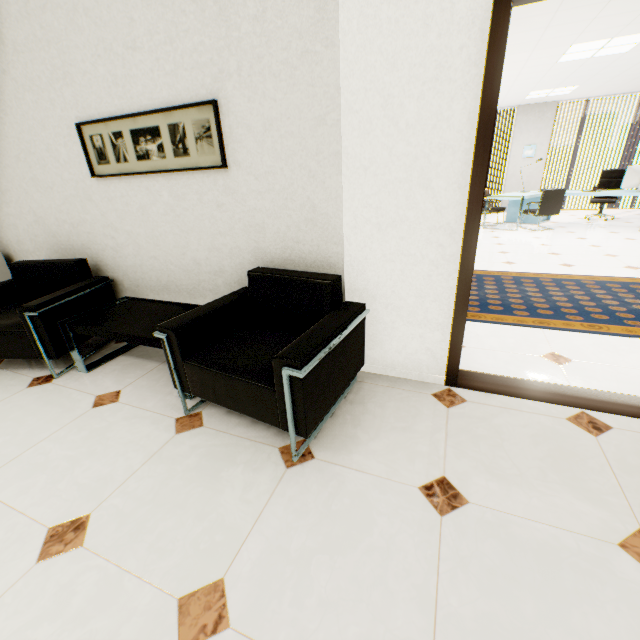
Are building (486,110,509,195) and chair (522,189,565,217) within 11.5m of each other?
no

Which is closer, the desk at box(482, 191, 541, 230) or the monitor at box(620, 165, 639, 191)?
the monitor at box(620, 165, 639, 191)

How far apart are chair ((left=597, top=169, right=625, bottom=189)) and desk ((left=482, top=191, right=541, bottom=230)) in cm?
54

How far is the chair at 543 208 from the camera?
6.9m

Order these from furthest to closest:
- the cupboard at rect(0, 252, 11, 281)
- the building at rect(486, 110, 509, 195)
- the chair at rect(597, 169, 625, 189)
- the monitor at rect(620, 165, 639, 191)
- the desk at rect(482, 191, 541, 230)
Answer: the building at rect(486, 110, 509, 195) → the chair at rect(597, 169, 625, 189) → the desk at rect(482, 191, 541, 230) → the monitor at rect(620, 165, 639, 191) → the cupboard at rect(0, 252, 11, 281)

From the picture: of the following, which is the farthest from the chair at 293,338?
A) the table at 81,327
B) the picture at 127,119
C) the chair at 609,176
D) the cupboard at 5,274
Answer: the chair at 609,176

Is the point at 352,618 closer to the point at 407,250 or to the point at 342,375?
the point at 342,375

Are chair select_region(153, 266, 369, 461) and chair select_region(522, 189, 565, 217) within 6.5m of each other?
no
